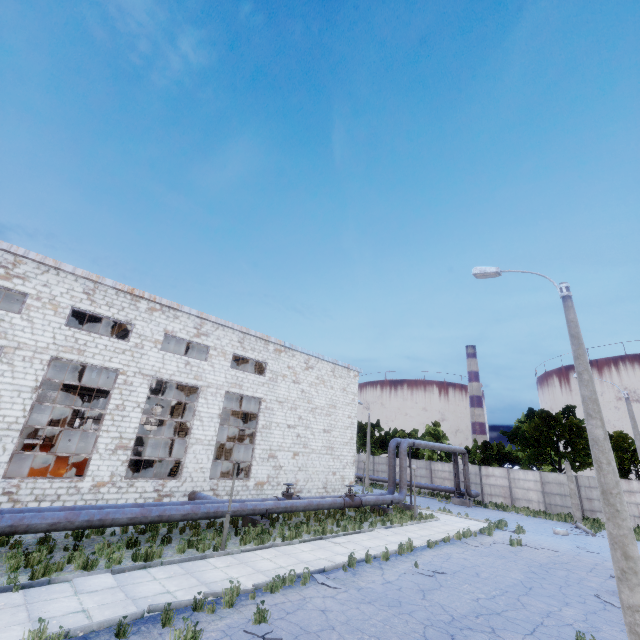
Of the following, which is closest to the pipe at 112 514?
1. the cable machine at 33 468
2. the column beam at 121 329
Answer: the cable machine at 33 468

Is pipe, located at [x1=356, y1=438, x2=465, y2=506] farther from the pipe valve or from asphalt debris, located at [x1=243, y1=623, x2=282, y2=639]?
asphalt debris, located at [x1=243, y1=623, x2=282, y2=639]

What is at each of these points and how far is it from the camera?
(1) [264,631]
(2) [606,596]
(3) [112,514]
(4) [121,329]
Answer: (1) asphalt debris, 7.3 meters
(2) asphalt debris, 11.2 meters
(3) pipe, 11.6 meters
(4) column beam, 22.5 meters

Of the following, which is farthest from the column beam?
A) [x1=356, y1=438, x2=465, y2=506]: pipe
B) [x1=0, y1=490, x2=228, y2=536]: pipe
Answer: [x1=356, y1=438, x2=465, y2=506]: pipe

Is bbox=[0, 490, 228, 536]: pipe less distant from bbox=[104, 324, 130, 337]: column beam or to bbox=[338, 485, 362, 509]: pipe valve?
bbox=[338, 485, 362, 509]: pipe valve

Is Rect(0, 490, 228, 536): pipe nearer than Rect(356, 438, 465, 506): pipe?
Yes

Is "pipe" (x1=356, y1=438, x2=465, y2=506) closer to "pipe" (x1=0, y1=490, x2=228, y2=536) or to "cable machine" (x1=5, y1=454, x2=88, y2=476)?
"pipe" (x1=0, y1=490, x2=228, y2=536)

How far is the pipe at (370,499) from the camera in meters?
22.3
